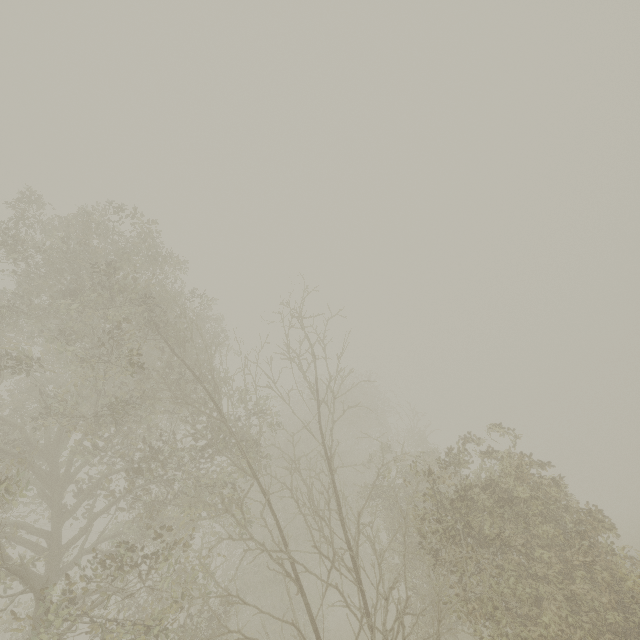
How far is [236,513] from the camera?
9.42m
